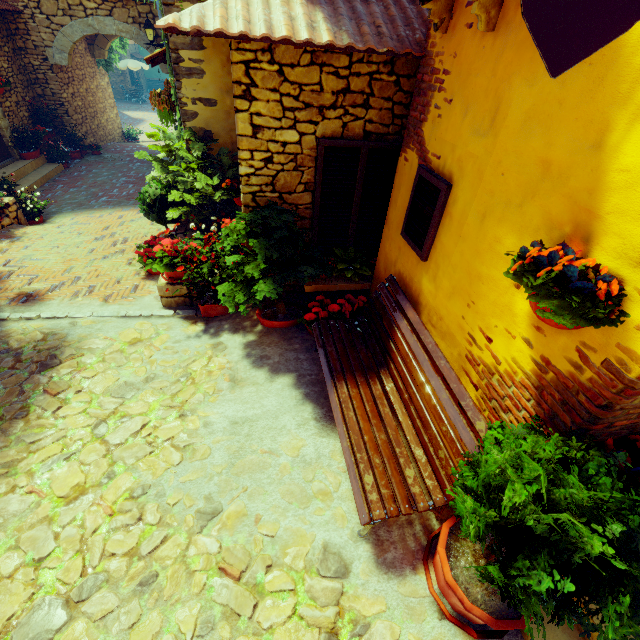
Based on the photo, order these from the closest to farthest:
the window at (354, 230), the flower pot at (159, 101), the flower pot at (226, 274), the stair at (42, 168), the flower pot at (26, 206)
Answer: the window at (354, 230)
the flower pot at (226, 274)
the flower pot at (159, 101)
the flower pot at (26, 206)
the stair at (42, 168)

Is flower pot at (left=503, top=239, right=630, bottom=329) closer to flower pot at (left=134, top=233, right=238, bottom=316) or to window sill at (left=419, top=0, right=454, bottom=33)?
window sill at (left=419, top=0, right=454, bottom=33)

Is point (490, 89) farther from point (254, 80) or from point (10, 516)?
point (10, 516)

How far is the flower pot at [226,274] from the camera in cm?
433

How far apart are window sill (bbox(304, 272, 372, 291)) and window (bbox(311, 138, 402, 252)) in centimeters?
18cm

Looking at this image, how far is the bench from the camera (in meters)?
2.36

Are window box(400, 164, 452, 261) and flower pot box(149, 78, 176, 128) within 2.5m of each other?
no

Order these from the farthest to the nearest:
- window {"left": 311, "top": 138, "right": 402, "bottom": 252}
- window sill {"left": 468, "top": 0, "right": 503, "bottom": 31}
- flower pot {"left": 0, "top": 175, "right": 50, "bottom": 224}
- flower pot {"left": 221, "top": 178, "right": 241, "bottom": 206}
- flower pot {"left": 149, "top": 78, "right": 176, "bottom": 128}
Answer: flower pot {"left": 0, "top": 175, "right": 50, "bottom": 224} < flower pot {"left": 149, "top": 78, "right": 176, "bottom": 128} < flower pot {"left": 221, "top": 178, "right": 241, "bottom": 206} < window {"left": 311, "top": 138, "right": 402, "bottom": 252} < window sill {"left": 468, "top": 0, "right": 503, "bottom": 31}
